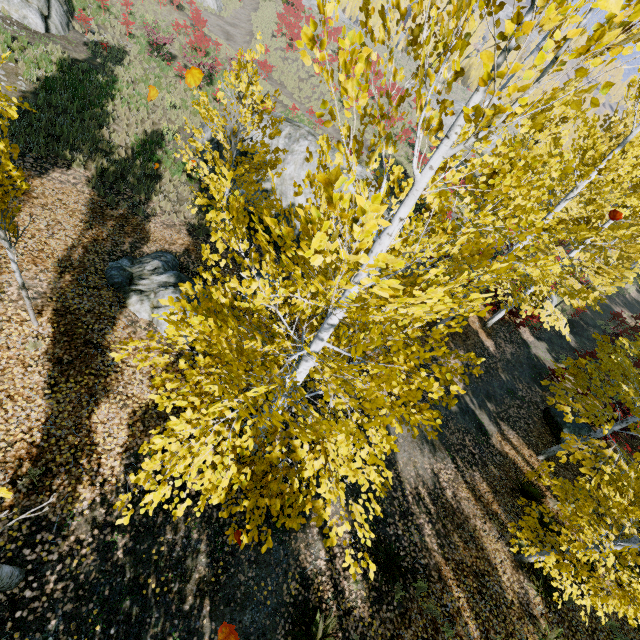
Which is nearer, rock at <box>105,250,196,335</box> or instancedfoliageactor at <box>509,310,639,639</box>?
instancedfoliageactor at <box>509,310,639,639</box>

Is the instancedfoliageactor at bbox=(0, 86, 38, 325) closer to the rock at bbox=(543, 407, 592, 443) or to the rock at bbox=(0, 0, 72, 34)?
the rock at bbox=(0, 0, 72, 34)

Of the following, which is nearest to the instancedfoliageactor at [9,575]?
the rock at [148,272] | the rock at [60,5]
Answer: the rock at [148,272]

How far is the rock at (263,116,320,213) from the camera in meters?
13.5

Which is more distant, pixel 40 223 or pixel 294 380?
pixel 40 223

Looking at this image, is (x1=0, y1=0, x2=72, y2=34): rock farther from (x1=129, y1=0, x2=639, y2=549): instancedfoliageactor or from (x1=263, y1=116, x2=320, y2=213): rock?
(x1=263, y1=116, x2=320, y2=213): rock

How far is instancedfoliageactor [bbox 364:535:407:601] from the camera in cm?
313

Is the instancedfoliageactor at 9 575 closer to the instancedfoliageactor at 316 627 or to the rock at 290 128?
the instancedfoliageactor at 316 627
